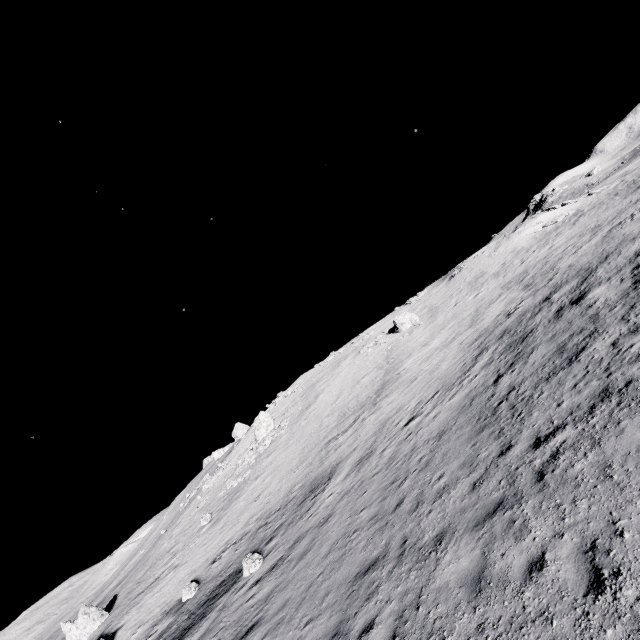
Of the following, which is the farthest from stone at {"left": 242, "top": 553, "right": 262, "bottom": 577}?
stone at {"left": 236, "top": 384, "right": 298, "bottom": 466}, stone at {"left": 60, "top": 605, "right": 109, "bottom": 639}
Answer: stone at {"left": 236, "top": 384, "right": 298, "bottom": 466}

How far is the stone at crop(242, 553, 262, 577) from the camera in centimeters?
1545cm

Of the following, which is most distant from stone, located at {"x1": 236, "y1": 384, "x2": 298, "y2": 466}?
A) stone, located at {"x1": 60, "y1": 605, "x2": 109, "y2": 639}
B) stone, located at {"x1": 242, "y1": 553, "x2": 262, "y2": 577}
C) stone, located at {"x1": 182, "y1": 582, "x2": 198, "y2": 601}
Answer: stone, located at {"x1": 242, "y1": 553, "x2": 262, "y2": 577}

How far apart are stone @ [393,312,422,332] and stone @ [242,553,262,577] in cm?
3161

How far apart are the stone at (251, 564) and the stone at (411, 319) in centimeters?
3161cm

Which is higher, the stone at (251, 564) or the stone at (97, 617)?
the stone at (97, 617)

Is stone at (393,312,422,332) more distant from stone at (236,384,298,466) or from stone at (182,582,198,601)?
stone at (182,582,198,601)

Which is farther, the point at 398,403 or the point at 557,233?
the point at 557,233
